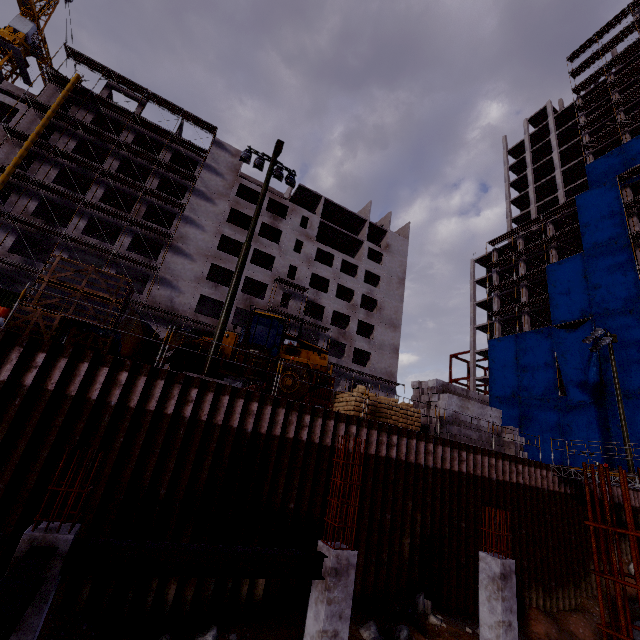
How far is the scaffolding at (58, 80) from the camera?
31.8 meters

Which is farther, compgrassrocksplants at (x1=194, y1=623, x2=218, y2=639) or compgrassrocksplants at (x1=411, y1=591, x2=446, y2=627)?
compgrassrocksplants at (x1=411, y1=591, x2=446, y2=627)

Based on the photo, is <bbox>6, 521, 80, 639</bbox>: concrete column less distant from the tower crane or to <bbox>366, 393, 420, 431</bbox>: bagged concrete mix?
<bbox>366, 393, 420, 431</bbox>: bagged concrete mix

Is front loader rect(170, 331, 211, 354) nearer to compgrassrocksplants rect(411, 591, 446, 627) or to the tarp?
compgrassrocksplants rect(411, 591, 446, 627)

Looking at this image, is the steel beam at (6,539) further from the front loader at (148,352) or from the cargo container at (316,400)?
the cargo container at (316,400)

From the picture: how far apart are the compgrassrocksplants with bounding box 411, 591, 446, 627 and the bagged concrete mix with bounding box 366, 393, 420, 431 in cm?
573

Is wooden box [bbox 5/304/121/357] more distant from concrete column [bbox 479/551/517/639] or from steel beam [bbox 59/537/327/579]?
concrete column [bbox 479/551/517/639]

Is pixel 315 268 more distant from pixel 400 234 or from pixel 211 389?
pixel 211 389
